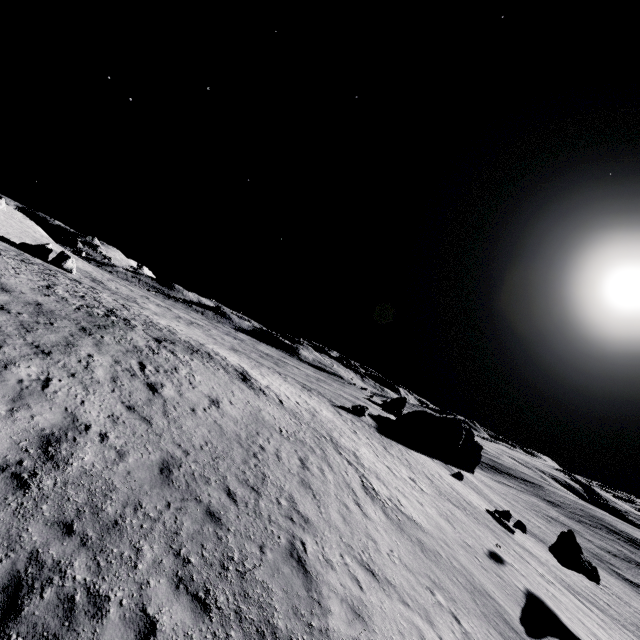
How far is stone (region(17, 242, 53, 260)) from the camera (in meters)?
37.66

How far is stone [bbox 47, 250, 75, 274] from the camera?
38.0 meters

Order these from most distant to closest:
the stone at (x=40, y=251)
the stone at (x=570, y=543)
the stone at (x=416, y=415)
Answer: the stone at (x=416, y=415), the stone at (x=40, y=251), the stone at (x=570, y=543)

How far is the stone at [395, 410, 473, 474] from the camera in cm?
5112

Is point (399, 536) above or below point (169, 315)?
below

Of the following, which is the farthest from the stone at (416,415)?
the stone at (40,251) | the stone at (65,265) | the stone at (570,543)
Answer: the stone at (40,251)

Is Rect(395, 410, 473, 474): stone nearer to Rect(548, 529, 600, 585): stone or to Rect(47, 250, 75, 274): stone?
Rect(548, 529, 600, 585): stone

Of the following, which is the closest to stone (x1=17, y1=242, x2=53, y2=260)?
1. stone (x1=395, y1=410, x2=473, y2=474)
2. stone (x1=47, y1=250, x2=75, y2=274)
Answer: stone (x1=47, y1=250, x2=75, y2=274)
